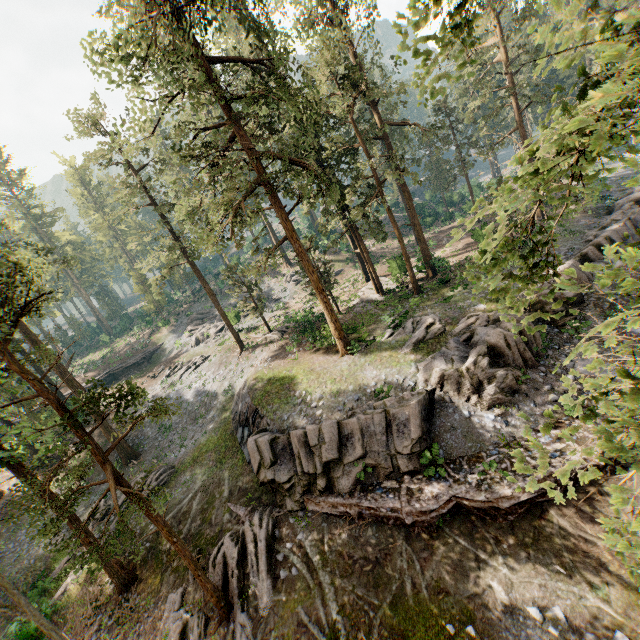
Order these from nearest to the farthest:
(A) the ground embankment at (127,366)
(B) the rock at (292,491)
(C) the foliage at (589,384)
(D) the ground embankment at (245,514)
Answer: (C) the foliage at (589,384)
(B) the rock at (292,491)
(D) the ground embankment at (245,514)
(A) the ground embankment at (127,366)

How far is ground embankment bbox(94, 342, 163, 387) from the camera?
44.6 meters

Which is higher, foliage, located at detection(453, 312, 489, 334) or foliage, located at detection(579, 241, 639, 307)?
foliage, located at detection(579, 241, 639, 307)

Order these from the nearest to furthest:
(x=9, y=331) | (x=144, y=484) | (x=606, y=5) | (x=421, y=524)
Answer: (x=9, y=331), (x=421, y=524), (x=144, y=484), (x=606, y=5)

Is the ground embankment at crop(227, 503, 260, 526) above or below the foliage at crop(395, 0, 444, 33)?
below

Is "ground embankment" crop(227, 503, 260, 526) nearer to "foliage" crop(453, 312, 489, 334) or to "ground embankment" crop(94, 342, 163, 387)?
"foliage" crop(453, 312, 489, 334)

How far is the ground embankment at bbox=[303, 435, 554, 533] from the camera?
12.64m

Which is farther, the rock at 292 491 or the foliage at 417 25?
the rock at 292 491
